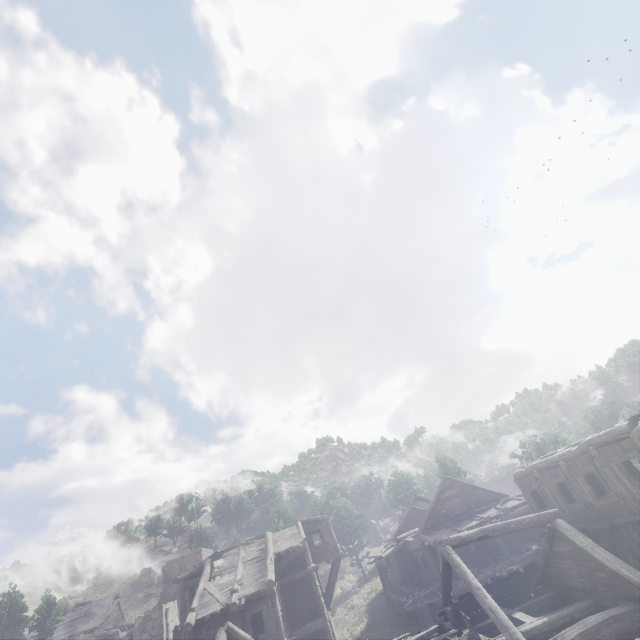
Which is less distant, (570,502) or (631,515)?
(631,515)

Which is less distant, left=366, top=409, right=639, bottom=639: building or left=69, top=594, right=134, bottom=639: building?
left=366, top=409, right=639, bottom=639: building

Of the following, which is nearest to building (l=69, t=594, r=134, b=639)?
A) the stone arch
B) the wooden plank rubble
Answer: the wooden plank rubble

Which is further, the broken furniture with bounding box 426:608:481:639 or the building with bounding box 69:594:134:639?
the building with bounding box 69:594:134:639

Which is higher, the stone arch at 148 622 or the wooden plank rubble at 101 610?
the wooden plank rubble at 101 610

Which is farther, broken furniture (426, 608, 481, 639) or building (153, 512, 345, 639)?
building (153, 512, 345, 639)

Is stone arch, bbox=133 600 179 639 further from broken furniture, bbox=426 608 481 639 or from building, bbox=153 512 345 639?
broken furniture, bbox=426 608 481 639

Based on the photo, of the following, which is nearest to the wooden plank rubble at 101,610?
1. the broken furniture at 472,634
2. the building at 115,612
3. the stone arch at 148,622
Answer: the building at 115,612
